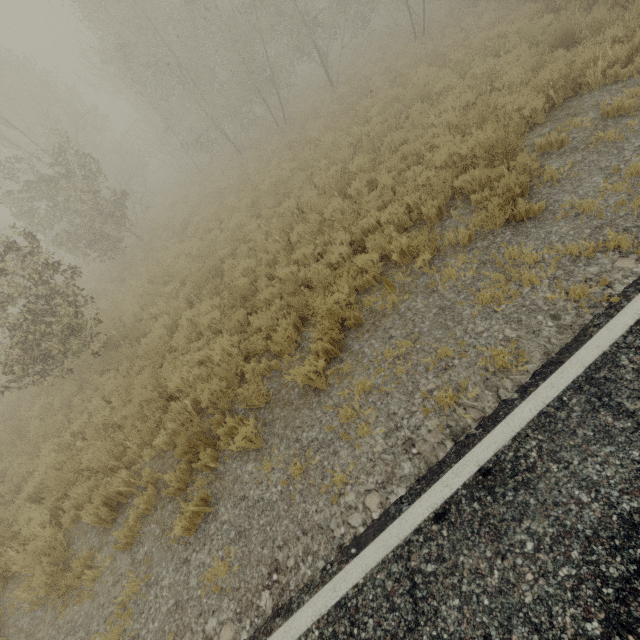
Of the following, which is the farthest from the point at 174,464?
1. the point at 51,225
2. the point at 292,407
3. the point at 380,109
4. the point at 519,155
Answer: the point at 51,225
